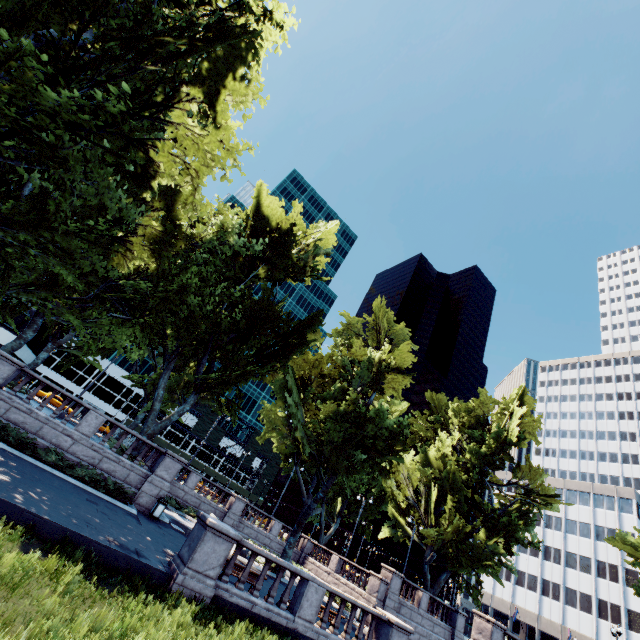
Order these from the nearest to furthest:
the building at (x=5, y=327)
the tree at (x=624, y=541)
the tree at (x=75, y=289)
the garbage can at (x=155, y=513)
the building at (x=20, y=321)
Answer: the tree at (x=75, y=289)
the garbage can at (x=155, y=513)
the tree at (x=624, y=541)
the building at (x=5, y=327)
the building at (x=20, y=321)

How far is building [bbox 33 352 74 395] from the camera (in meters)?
58.19

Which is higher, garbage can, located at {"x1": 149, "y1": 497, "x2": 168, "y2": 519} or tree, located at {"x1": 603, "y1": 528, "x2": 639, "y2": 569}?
tree, located at {"x1": 603, "y1": 528, "x2": 639, "y2": 569}

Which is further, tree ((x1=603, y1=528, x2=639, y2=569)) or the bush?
tree ((x1=603, y1=528, x2=639, y2=569))

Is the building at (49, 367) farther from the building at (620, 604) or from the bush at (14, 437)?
the bush at (14, 437)

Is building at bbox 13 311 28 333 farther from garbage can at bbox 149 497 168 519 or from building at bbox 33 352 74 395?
garbage can at bbox 149 497 168 519

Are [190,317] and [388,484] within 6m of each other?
no

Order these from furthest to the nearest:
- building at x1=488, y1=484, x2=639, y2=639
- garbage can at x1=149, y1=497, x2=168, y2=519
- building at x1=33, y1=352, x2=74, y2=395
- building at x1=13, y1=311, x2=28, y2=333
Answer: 1. building at x1=33, y1=352, x2=74, y2=395
2. building at x1=13, y1=311, x2=28, y2=333
3. building at x1=488, y1=484, x2=639, y2=639
4. garbage can at x1=149, y1=497, x2=168, y2=519
